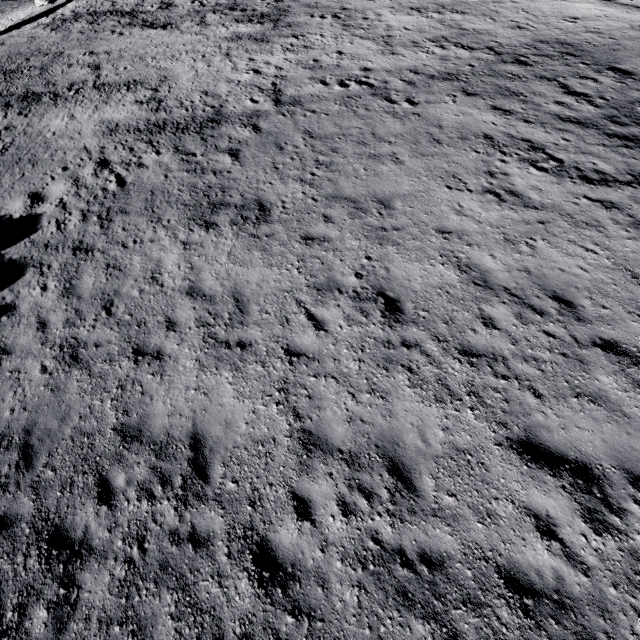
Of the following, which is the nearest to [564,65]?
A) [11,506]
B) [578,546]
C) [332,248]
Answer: [332,248]
